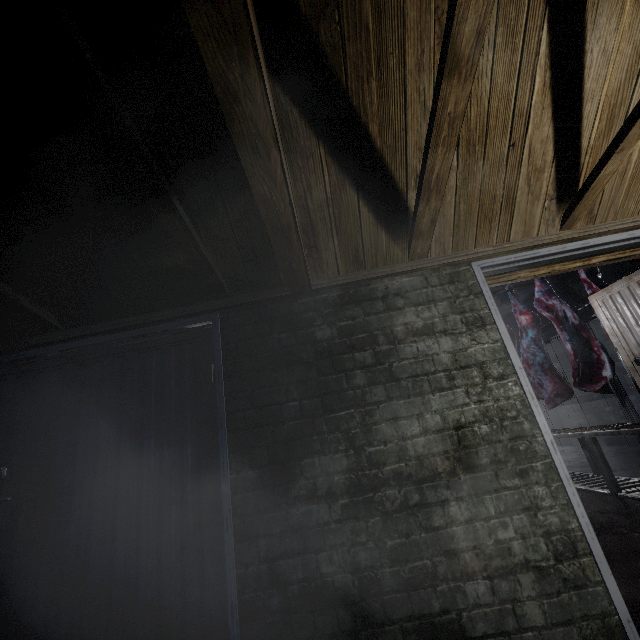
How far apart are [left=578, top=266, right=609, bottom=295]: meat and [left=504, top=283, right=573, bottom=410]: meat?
1.0m

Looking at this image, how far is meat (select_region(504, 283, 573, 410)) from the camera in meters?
4.0 m

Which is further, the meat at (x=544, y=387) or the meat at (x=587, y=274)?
the meat at (x=544, y=387)

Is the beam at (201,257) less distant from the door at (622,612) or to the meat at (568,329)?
the door at (622,612)

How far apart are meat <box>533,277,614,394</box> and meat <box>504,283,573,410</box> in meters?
0.4

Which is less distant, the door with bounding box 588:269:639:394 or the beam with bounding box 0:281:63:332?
the beam with bounding box 0:281:63:332

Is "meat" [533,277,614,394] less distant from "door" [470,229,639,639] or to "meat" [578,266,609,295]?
"meat" [578,266,609,295]

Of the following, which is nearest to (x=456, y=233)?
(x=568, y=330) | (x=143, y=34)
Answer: (x=143, y=34)
